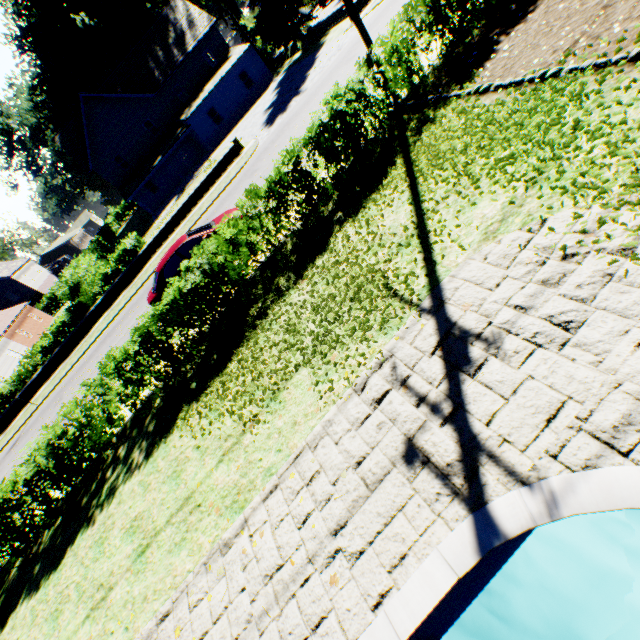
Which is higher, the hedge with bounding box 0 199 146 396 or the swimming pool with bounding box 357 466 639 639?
the hedge with bounding box 0 199 146 396

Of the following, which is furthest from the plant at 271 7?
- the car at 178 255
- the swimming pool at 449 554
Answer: the car at 178 255

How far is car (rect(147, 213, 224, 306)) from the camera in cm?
1138

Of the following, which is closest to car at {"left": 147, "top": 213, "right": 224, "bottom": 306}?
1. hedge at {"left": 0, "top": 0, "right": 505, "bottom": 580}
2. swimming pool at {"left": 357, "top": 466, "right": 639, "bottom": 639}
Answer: hedge at {"left": 0, "top": 0, "right": 505, "bottom": 580}

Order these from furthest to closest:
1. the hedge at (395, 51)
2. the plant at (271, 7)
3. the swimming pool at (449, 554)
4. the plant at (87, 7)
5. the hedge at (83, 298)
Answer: the plant at (87, 7) → the plant at (271, 7) → the hedge at (83, 298) → the hedge at (395, 51) → the swimming pool at (449, 554)

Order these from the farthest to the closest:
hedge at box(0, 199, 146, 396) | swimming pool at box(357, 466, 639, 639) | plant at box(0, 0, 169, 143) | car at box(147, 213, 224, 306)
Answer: plant at box(0, 0, 169, 143), hedge at box(0, 199, 146, 396), car at box(147, 213, 224, 306), swimming pool at box(357, 466, 639, 639)

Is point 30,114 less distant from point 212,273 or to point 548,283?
point 212,273

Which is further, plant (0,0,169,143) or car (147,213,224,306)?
plant (0,0,169,143)
